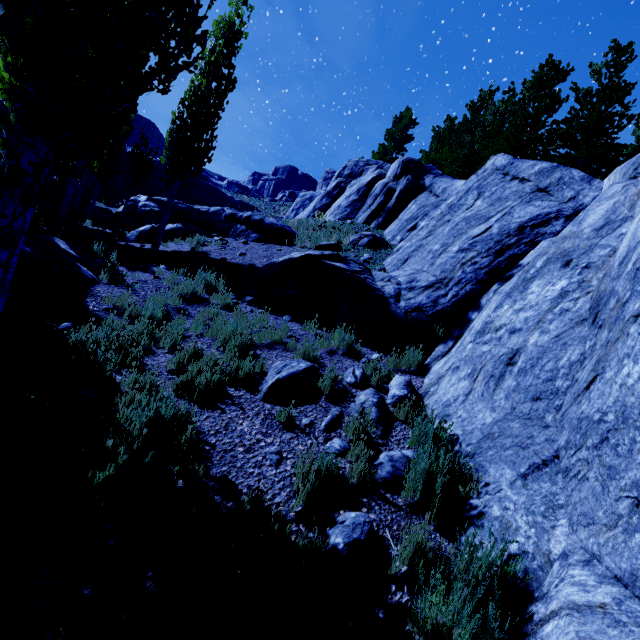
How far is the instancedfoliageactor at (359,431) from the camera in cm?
355

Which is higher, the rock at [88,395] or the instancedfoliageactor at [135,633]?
the rock at [88,395]

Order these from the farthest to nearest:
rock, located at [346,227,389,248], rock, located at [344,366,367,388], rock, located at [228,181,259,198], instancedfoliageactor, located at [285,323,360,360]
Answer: rock, located at [228,181,259,198] → rock, located at [346,227,389,248] → instancedfoliageactor, located at [285,323,360,360] → rock, located at [344,366,367,388]

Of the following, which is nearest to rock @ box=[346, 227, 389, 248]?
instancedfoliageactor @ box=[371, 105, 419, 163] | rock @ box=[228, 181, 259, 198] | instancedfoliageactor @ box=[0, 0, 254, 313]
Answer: instancedfoliageactor @ box=[0, 0, 254, 313]

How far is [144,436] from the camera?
3.7m

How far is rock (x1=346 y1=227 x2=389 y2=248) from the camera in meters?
13.1

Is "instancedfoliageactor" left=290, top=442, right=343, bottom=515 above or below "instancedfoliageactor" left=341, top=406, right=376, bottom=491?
below

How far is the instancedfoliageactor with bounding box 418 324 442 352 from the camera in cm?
730
